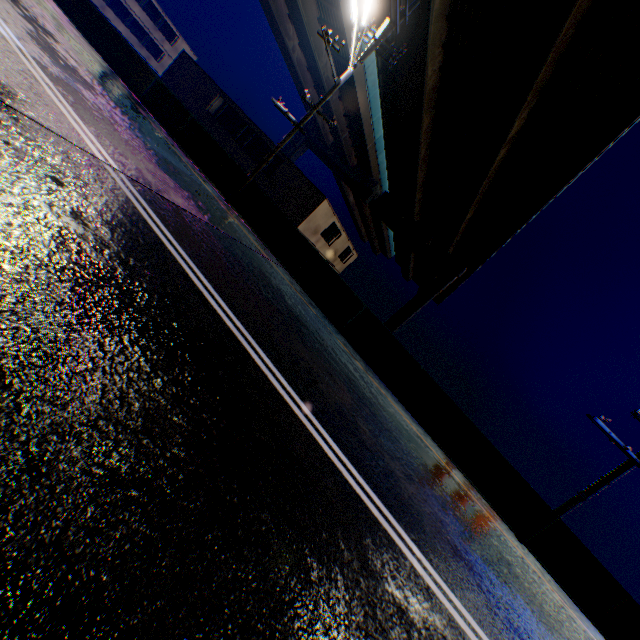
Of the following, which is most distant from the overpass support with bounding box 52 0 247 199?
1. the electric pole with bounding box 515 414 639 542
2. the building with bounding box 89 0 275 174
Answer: the building with bounding box 89 0 275 174

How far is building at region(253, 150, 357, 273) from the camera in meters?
23.5

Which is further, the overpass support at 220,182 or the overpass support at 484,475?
the overpass support at 220,182

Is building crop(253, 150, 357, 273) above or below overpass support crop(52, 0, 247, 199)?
above

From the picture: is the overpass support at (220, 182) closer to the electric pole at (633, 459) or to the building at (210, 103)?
the electric pole at (633, 459)

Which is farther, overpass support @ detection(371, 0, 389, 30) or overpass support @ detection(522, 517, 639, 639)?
overpass support @ detection(371, 0, 389, 30)

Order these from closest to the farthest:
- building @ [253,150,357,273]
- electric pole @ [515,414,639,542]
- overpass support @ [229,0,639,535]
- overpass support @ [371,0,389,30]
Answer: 1. electric pole @ [515,414,639,542]
2. overpass support @ [229,0,639,535]
3. overpass support @ [371,0,389,30]
4. building @ [253,150,357,273]

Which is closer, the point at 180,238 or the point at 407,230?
the point at 180,238
